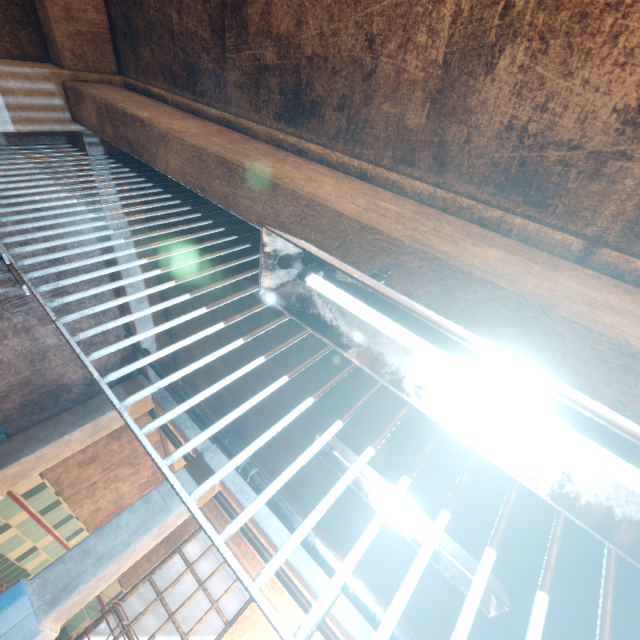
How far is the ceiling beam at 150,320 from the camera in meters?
3.1

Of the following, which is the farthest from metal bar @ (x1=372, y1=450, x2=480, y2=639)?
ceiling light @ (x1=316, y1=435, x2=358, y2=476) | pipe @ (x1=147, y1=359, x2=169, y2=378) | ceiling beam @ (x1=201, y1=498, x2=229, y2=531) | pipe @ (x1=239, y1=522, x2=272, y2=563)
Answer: ceiling beam @ (x1=201, y1=498, x2=229, y2=531)

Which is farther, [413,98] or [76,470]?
[76,470]

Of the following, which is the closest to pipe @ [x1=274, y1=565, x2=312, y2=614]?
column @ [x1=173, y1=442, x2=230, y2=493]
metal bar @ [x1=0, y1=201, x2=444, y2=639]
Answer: column @ [x1=173, y1=442, x2=230, y2=493]

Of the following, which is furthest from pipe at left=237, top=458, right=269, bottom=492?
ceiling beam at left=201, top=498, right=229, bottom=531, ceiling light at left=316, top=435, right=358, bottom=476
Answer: ceiling beam at left=201, top=498, right=229, bottom=531

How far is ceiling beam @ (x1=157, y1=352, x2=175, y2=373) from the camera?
3.5m

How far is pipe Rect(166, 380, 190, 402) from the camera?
2.9 meters
